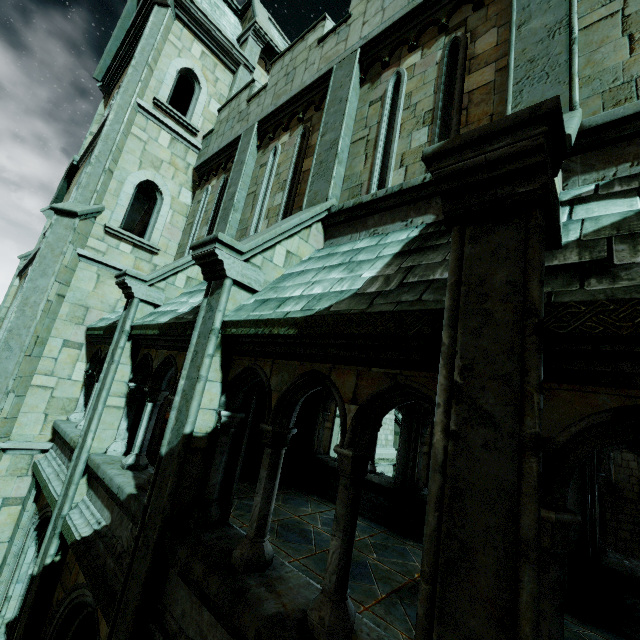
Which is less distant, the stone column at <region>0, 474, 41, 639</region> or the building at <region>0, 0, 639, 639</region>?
the building at <region>0, 0, 639, 639</region>

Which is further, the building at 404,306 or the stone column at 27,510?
the stone column at 27,510

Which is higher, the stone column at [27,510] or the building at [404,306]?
the building at [404,306]

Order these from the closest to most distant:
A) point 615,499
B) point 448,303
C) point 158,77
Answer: point 448,303, point 158,77, point 615,499

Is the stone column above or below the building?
below
